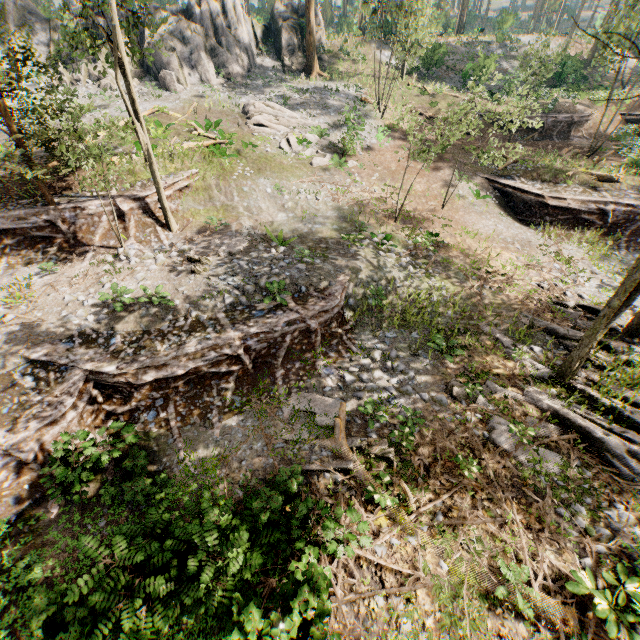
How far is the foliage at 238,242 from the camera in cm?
1412

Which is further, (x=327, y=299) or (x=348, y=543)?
(x=327, y=299)

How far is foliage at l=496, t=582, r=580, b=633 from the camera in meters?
6.2

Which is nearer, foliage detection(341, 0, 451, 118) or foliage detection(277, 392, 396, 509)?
foliage detection(277, 392, 396, 509)

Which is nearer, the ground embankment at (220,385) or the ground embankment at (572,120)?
the ground embankment at (220,385)

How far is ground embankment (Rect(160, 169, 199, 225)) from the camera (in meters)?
16.41

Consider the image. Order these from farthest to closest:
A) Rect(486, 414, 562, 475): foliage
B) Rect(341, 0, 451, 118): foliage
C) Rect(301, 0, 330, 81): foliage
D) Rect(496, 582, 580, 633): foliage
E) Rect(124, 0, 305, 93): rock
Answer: Rect(301, 0, 330, 81): foliage, Rect(124, 0, 305, 93): rock, Rect(341, 0, 451, 118): foliage, Rect(486, 414, 562, 475): foliage, Rect(496, 582, 580, 633): foliage

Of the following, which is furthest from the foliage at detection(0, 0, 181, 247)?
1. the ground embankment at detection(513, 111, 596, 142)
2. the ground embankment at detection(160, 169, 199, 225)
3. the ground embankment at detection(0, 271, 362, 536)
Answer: the ground embankment at detection(513, 111, 596, 142)
